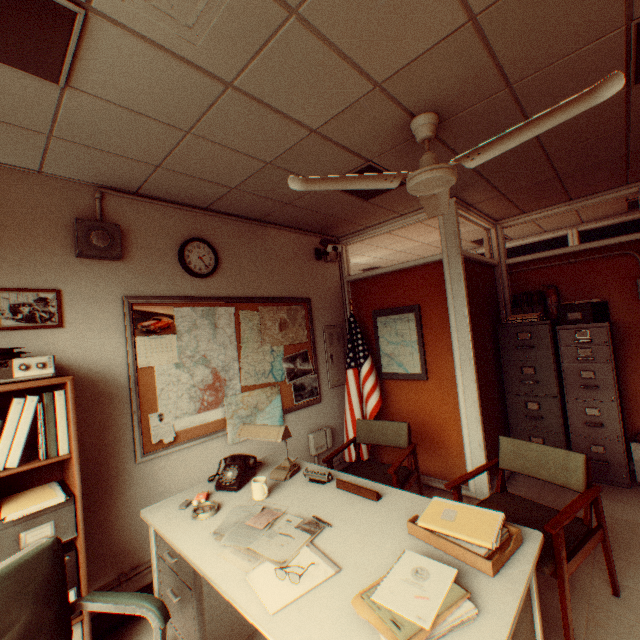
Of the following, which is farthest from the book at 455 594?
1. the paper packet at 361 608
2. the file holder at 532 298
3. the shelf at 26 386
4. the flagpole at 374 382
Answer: the file holder at 532 298

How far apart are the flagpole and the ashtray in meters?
2.4 m

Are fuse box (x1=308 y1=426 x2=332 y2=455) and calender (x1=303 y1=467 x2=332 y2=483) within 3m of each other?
yes

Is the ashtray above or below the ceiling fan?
below

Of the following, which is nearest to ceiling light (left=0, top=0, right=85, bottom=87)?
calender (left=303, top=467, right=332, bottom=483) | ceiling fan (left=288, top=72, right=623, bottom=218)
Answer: ceiling fan (left=288, top=72, right=623, bottom=218)

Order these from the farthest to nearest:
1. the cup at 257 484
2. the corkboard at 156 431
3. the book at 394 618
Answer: the corkboard at 156 431 < the cup at 257 484 < the book at 394 618

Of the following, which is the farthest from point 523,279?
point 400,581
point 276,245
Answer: point 400,581

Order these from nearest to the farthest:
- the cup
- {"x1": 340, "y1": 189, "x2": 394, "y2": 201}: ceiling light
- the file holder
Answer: the cup, {"x1": 340, "y1": 189, "x2": 394, "y2": 201}: ceiling light, the file holder
